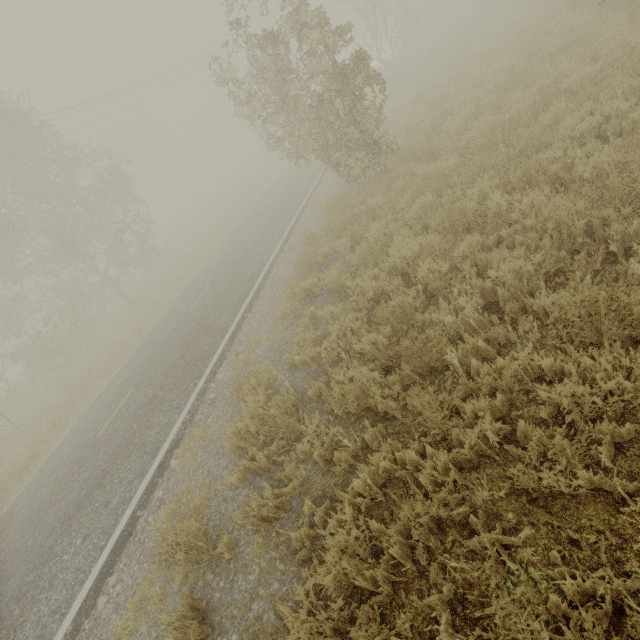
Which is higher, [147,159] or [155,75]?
[147,159]

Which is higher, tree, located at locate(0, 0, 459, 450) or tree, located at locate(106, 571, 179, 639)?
tree, located at locate(0, 0, 459, 450)

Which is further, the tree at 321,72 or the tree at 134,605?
the tree at 321,72

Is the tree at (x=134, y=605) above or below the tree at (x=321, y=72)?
below

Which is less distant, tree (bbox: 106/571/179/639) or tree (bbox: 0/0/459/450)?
tree (bbox: 106/571/179/639)
